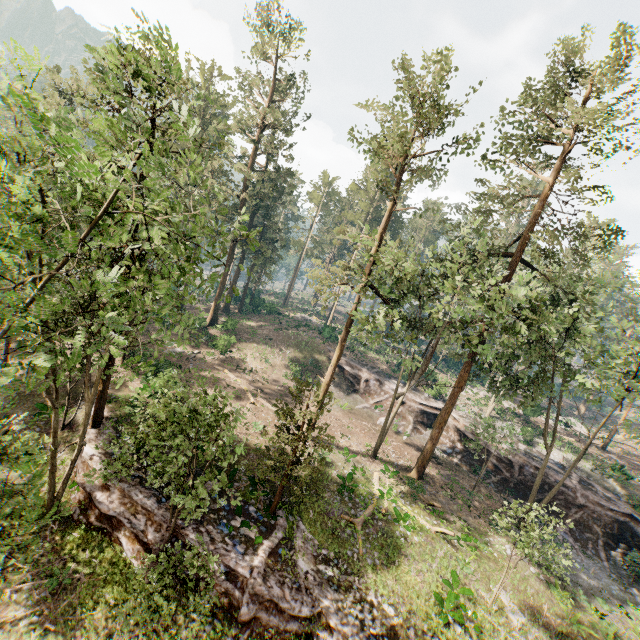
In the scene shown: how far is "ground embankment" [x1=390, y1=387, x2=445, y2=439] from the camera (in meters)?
34.34

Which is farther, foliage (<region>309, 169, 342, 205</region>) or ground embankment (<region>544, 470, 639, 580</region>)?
foliage (<region>309, 169, 342, 205</region>)

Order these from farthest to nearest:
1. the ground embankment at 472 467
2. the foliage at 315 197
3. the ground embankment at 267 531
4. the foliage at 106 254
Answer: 1. the foliage at 315 197
2. the ground embankment at 472 467
3. the ground embankment at 267 531
4. the foliage at 106 254

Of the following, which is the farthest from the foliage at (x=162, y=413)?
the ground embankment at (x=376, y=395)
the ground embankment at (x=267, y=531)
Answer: the ground embankment at (x=376, y=395)

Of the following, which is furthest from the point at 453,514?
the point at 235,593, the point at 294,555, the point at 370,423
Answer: the point at 235,593

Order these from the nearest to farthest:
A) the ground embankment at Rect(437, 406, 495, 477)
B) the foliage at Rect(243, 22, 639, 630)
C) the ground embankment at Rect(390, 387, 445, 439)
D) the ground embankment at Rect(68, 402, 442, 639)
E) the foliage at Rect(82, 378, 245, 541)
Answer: the foliage at Rect(82, 378, 245, 541)
the ground embankment at Rect(68, 402, 442, 639)
the foliage at Rect(243, 22, 639, 630)
the ground embankment at Rect(437, 406, 495, 477)
the ground embankment at Rect(390, 387, 445, 439)

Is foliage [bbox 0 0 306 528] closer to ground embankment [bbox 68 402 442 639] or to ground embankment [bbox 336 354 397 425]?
ground embankment [bbox 68 402 442 639]

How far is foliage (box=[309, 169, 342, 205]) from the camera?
58.3m
